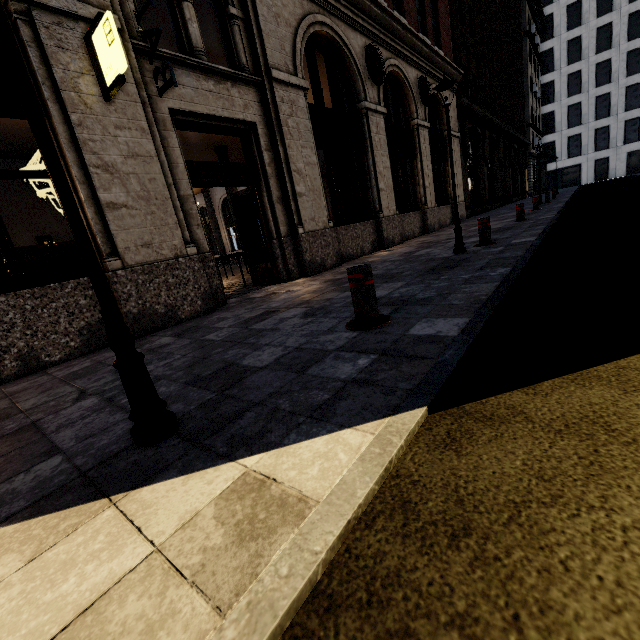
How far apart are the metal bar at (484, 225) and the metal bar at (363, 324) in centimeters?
455cm

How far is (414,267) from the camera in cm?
578

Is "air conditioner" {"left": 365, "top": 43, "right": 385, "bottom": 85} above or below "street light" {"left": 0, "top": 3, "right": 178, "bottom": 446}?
above

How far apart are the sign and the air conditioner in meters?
7.5

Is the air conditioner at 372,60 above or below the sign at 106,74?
above

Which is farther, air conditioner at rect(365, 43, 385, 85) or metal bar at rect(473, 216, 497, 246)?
air conditioner at rect(365, 43, 385, 85)

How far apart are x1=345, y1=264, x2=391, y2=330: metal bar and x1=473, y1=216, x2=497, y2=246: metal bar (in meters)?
4.55

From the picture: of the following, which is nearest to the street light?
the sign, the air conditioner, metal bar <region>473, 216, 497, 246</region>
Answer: the sign
